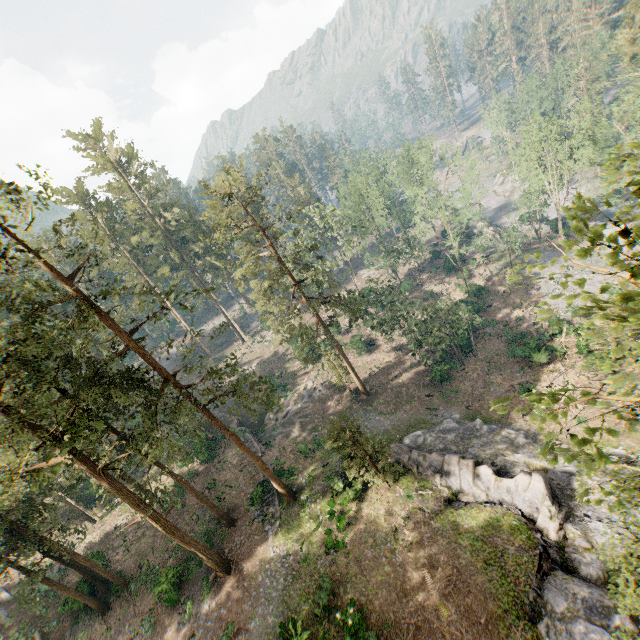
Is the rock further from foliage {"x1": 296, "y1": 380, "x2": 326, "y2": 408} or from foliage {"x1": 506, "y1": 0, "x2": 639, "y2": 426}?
foliage {"x1": 296, "y1": 380, "x2": 326, "y2": 408}

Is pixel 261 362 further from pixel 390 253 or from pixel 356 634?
pixel 356 634

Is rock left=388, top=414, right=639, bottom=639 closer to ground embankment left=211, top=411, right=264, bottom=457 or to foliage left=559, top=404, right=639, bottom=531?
foliage left=559, top=404, right=639, bottom=531

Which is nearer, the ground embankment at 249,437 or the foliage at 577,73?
the ground embankment at 249,437

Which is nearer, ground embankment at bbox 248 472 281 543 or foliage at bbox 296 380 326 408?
ground embankment at bbox 248 472 281 543

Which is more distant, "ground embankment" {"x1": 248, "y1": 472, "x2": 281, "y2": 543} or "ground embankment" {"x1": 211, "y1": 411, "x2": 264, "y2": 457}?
"ground embankment" {"x1": 211, "y1": 411, "x2": 264, "y2": 457}

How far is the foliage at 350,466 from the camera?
21.2m

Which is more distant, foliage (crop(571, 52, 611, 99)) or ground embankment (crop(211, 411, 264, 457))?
foliage (crop(571, 52, 611, 99))
